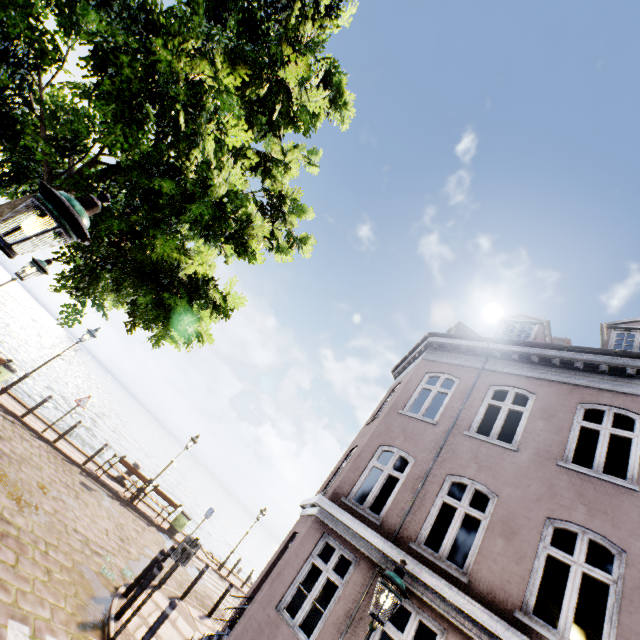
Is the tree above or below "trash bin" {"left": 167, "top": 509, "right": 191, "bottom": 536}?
above

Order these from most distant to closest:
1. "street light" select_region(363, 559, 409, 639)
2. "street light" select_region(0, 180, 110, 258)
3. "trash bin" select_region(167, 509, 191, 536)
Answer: "trash bin" select_region(167, 509, 191, 536), "street light" select_region(363, 559, 409, 639), "street light" select_region(0, 180, 110, 258)

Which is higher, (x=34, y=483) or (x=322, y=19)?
(x=322, y=19)

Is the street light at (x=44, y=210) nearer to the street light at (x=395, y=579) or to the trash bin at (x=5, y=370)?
the street light at (x=395, y=579)

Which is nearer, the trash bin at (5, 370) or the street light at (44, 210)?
the street light at (44, 210)

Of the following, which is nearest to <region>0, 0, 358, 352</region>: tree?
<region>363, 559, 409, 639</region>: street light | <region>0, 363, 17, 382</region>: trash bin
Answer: <region>363, 559, 409, 639</region>: street light

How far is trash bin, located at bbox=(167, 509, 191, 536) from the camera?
15.73m

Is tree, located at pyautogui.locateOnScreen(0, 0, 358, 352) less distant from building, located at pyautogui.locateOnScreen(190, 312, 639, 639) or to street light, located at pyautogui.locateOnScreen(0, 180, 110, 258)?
street light, located at pyautogui.locateOnScreen(0, 180, 110, 258)
